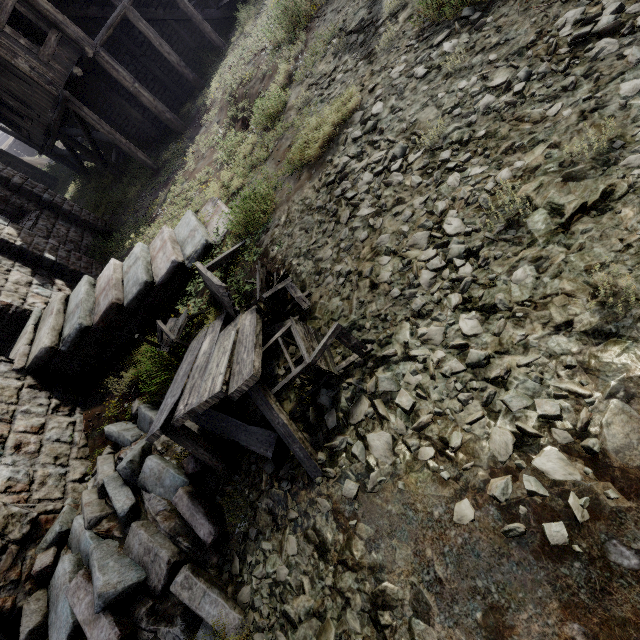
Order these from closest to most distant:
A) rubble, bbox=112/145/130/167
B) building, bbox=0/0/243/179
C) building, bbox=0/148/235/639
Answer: building, bbox=0/148/235/639 < building, bbox=0/0/243/179 < rubble, bbox=112/145/130/167

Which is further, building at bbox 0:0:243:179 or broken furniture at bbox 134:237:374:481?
building at bbox 0:0:243:179

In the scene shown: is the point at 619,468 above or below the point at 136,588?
below

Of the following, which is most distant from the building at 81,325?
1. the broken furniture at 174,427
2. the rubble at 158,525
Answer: the broken furniture at 174,427

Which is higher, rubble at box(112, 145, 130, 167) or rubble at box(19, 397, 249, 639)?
rubble at box(112, 145, 130, 167)

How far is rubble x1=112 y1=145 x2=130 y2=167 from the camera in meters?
18.2 m

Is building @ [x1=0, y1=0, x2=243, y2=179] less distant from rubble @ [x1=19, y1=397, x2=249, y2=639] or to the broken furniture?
rubble @ [x1=19, y1=397, x2=249, y2=639]

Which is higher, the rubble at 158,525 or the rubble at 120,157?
the rubble at 120,157
